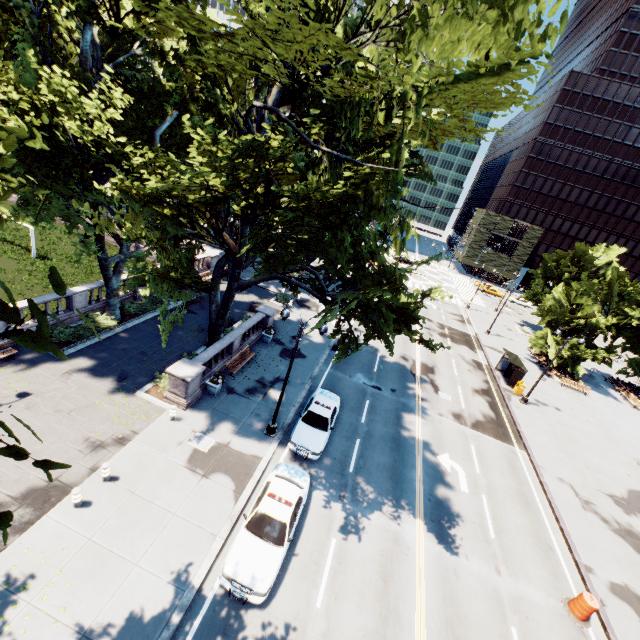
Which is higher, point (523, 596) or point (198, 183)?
point (198, 183)

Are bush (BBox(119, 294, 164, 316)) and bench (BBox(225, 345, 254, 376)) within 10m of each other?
yes

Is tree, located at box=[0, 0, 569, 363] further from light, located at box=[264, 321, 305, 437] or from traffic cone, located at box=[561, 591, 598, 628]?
traffic cone, located at box=[561, 591, 598, 628]

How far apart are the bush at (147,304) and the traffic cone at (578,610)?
28.5 meters

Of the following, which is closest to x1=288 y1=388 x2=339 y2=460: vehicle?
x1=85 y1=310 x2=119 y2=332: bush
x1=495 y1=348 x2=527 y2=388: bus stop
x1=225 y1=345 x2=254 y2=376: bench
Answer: x1=225 y1=345 x2=254 y2=376: bench

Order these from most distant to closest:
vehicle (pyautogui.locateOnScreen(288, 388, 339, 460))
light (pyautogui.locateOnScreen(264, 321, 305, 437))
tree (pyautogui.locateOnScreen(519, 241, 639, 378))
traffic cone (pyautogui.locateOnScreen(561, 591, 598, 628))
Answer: tree (pyautogui.locateOnScreen(519, 241, 639, 378)), vehicle (pyautogui.locateOnScreen(288, 388, 339, 460)), light (pyautogui.locateOnScreen(264, 321, 305, 437)), traffic cone (pyautogui.locateOnScreen(561, 591, 598, 628))

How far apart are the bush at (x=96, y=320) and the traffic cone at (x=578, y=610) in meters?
27.6 m

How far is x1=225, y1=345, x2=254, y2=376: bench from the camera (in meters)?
20.44
